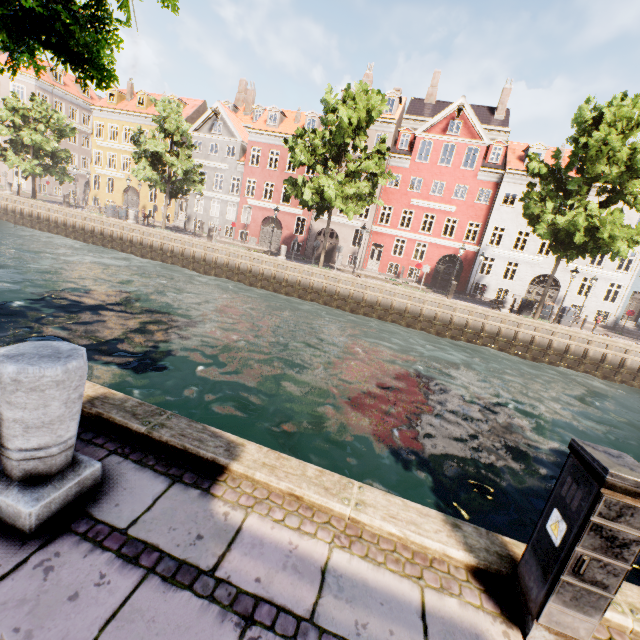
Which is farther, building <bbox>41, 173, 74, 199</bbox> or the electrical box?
building <bbox>41, 173, 74, 199</bbox>

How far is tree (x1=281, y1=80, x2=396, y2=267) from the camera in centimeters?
1988cm

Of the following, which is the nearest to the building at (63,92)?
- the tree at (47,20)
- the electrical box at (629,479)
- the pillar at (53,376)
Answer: the tree at (47,20)

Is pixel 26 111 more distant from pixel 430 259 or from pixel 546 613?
pixel 546 613

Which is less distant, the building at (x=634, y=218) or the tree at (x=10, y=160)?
the building at (x=634, y=218)

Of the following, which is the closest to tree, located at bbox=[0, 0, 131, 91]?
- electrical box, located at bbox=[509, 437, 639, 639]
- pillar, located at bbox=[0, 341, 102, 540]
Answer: pillar, located at bbox=[0, 341, 102, 540]

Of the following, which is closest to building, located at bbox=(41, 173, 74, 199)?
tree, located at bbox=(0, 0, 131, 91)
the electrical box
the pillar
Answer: tree, located at bbox=(0, 0, 131, 91)

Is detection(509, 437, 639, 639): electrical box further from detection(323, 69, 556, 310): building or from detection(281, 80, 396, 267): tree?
detection(323, 69, 556, 310): building
